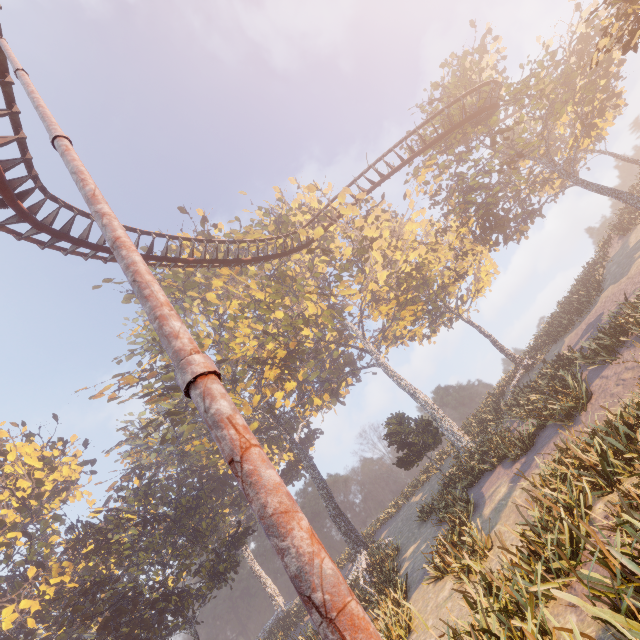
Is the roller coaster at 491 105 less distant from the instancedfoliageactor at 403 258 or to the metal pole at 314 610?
the metal pole at 314 610

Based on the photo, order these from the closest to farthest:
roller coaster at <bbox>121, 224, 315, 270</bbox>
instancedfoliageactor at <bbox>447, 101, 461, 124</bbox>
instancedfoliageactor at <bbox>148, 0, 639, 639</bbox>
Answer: instancedfoliageactor at <bbox>148, 0, 639, 639</bbox>, roller coaster at <bbox>121, 224, 315, 270</bbox>, instancedfoliageactor at <bbox>447, 101, 461, 124</bbox>

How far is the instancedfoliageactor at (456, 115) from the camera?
21.8 meters

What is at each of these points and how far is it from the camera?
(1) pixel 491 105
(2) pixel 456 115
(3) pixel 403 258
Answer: (1) roller coaster, 20.53m
(2) instancedfoliageactor, 23.00m
(3) instancedfoliageactor, 32.47m

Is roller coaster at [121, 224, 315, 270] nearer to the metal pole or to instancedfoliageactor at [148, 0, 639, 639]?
the metal pole

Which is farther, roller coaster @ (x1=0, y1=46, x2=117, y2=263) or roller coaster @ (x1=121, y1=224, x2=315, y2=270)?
roller coaster @ (x1=121, y1=224, x2=315, y2=270)
